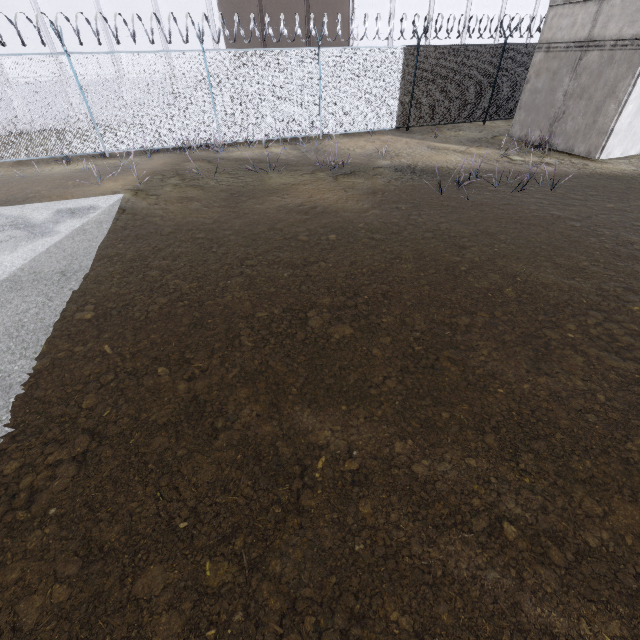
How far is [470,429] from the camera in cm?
309

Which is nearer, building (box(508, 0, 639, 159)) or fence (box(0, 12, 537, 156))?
building (box(508, 0, 639, 159))

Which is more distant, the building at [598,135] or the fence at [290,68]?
the fence at [290,68]
